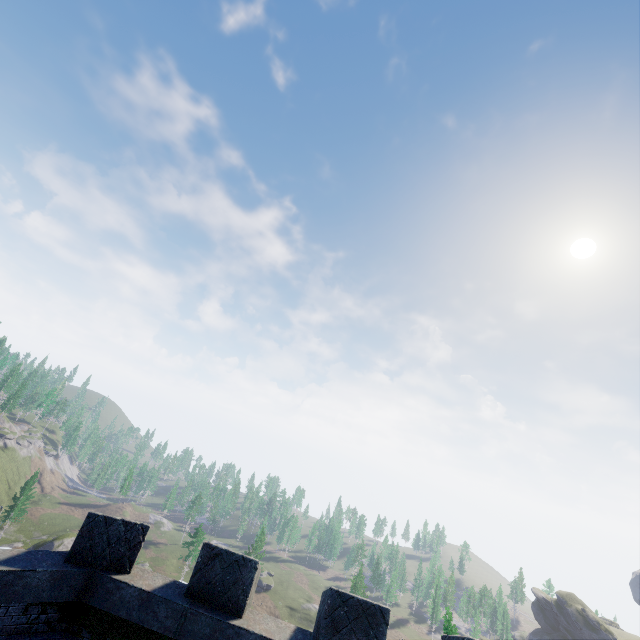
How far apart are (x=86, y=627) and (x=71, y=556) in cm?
135
